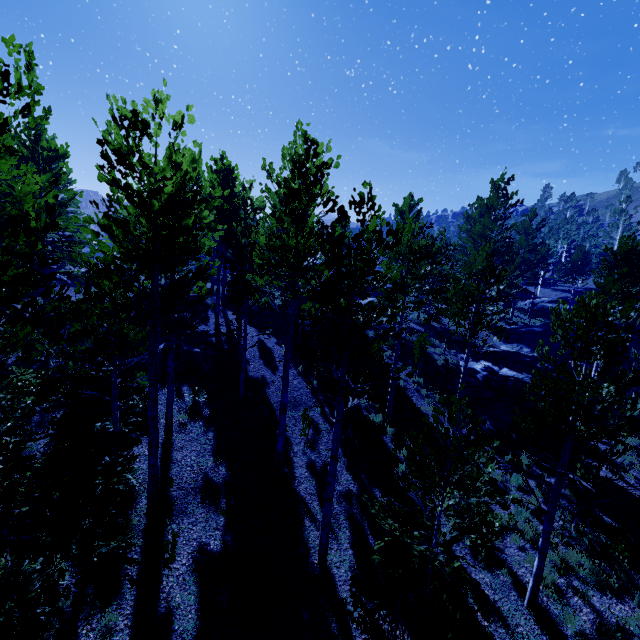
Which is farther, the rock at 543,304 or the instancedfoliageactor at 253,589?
the rock at 543,304

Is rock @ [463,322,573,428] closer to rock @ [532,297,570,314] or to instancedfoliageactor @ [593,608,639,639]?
instancedfoliageactor @ [593,608,639,639]

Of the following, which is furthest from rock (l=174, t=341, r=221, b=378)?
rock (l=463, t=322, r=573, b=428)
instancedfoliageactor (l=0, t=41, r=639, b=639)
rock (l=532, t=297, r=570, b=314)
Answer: rock (l=532, t=297, r=570, b=314)

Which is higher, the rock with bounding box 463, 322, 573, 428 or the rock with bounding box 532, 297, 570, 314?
the rock with bounding box 532, 297, 570, 314

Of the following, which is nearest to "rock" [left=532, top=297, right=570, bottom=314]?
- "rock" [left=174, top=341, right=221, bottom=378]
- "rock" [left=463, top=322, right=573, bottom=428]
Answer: "rock" [left=463, top=322, right=573, bottom=428]

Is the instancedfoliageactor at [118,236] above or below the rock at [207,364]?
above

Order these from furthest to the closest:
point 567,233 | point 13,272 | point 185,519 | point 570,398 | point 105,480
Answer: point 567,233 → point 185,519 → point 570,398 → point 105,480 → point 13,272

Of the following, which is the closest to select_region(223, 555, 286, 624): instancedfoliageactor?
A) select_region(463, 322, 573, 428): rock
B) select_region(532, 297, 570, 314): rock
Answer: select_region(463, 322, 573, 428): rock
